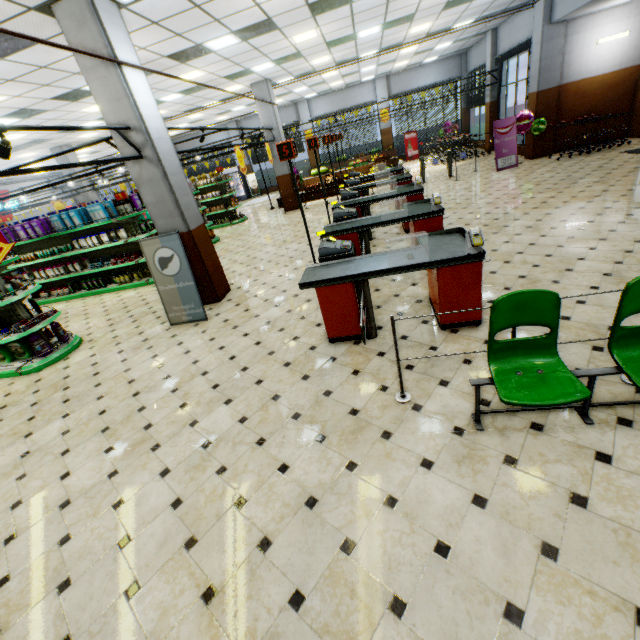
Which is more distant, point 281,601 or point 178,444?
point 178,444

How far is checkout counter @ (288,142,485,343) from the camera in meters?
3.8

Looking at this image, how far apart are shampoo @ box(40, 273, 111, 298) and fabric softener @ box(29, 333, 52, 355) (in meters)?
4.81

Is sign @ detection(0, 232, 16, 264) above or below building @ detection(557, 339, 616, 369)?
above

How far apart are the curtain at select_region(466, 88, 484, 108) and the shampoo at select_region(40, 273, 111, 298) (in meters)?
19.95

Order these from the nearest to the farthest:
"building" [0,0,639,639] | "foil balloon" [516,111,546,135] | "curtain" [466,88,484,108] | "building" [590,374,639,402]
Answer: "building" [0,0,639,639] < "building" [590,374,639,402] < "foil balloon" [516,111,546,135] < "curtain" [466,88,484,108]

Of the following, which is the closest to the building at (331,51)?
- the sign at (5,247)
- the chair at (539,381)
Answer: the chair at (539,381)

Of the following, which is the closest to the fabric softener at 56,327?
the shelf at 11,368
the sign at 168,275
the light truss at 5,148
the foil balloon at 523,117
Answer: the shelf at 11,368
